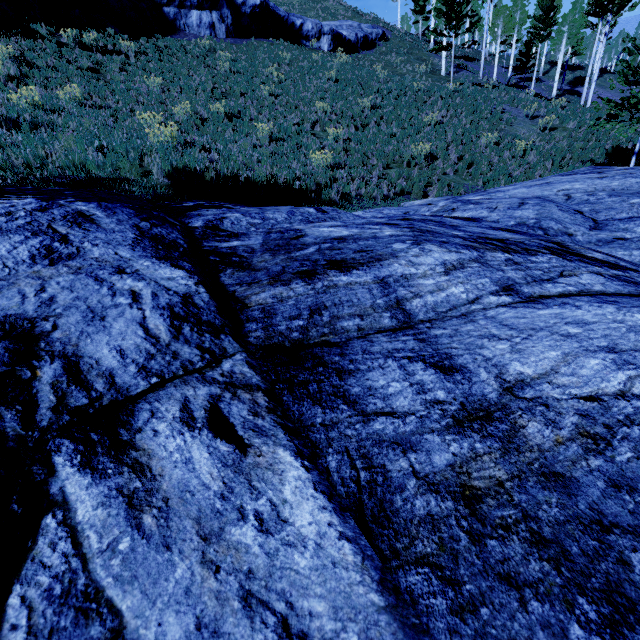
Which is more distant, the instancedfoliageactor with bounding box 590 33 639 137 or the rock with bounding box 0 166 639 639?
the instancedfoliageactor with bounding box 590 33 639 137

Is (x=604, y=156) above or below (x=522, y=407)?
below

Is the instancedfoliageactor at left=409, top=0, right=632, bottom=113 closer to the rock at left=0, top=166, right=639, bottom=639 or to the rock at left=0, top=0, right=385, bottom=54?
the rock at left=0, top=166, right=639, bottom=639

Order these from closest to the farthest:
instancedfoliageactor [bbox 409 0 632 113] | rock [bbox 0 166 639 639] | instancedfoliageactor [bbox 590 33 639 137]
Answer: rock [bbox 0 166 639 639] → instancedfoliageactor [bbox 590 33 639 137] → instancedfoliageactor [bbox 409 0 632 113]

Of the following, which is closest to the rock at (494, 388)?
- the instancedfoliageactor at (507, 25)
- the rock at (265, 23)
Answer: the instancedfoliageactor at (507, 25)

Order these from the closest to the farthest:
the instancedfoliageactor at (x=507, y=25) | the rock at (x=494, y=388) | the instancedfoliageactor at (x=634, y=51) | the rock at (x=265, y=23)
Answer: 1. the rock at (x=494, y=388)
2. the instancedfoliageactor at (x=634, y=51)
3. the rock at (x=265, y=23)
4. the instancedfoliageactor at (x=507, y=25)

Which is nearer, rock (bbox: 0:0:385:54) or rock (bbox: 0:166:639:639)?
rock (bbox: 0:166:639:639)

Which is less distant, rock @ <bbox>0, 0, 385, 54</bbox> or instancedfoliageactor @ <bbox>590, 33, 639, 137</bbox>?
instancedfoliageactor @ <bbox>590, 33, 639, 137</bbox>
